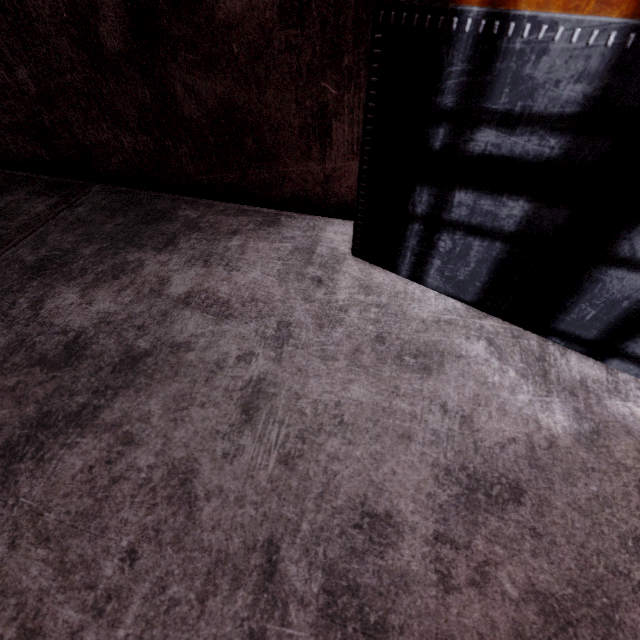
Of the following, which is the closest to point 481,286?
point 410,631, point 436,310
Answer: point 436,310
